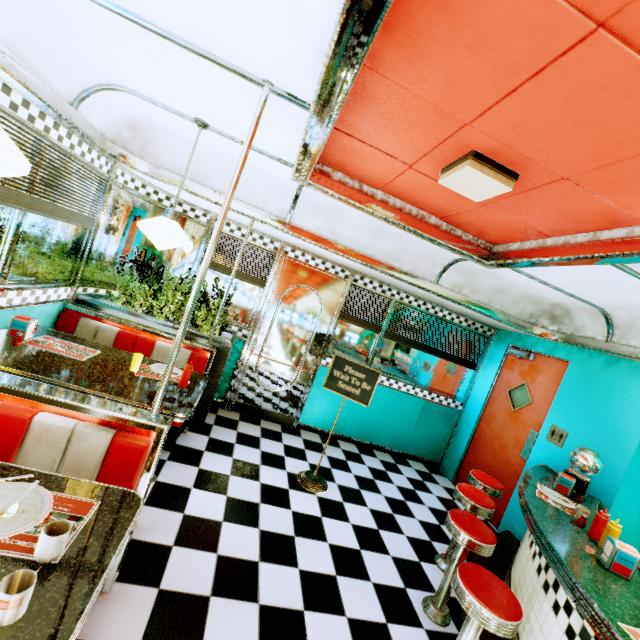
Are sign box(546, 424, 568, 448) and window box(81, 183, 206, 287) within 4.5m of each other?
no

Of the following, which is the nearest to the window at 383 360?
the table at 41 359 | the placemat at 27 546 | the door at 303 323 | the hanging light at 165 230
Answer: the door at 303 323

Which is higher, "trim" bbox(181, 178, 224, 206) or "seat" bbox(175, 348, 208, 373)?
"trim" bbox(181, 178, 224, 206)

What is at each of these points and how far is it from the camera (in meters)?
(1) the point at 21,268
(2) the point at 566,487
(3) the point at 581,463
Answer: (1) window, 2.73
(2) napkin holder, 3.12
(3) gumball machine, 3.23

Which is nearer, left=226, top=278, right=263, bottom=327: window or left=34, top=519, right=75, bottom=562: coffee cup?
left=34, top=519, right=75, bottom=562: coffee cup

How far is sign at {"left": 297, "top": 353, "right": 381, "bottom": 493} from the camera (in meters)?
3.72

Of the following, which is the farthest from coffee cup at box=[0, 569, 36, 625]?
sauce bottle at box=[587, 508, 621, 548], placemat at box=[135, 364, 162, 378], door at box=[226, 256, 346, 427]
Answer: door at box=[226, 256, 346, 427]

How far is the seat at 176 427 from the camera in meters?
3.4 m
